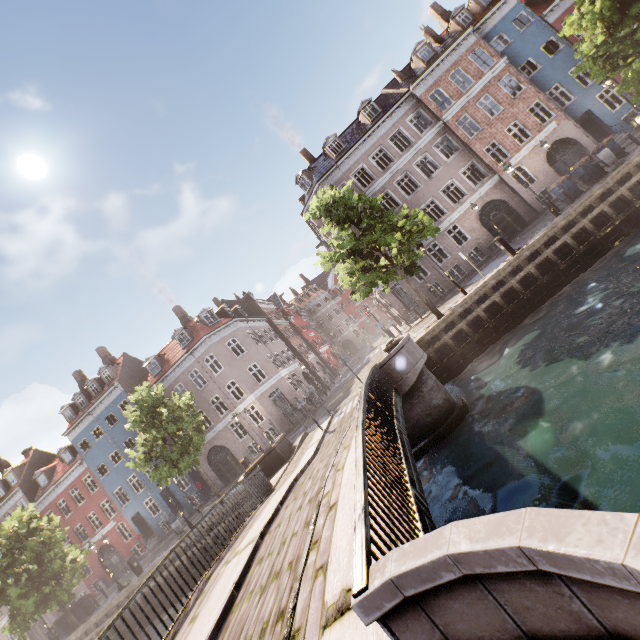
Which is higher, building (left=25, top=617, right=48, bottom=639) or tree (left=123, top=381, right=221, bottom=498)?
tree (left=123, top=381, right=221, bottom=498)

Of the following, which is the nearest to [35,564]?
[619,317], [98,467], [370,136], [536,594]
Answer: [98,467]

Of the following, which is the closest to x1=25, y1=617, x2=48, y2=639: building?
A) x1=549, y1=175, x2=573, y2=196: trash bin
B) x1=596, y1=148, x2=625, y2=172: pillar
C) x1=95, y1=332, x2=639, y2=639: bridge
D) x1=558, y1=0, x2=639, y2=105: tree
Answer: x1=558, y1=0, x2=639, y2=105: tree

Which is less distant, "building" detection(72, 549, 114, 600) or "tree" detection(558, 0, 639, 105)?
"tree" detection(558, 0, 639, 105)

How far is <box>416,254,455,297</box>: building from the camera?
25.06m

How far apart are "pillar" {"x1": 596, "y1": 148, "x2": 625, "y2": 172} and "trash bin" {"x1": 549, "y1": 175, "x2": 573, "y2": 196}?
1.3m

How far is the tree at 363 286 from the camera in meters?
15.5

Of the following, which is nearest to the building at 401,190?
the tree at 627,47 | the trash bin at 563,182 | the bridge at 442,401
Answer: the tree at 627,47
